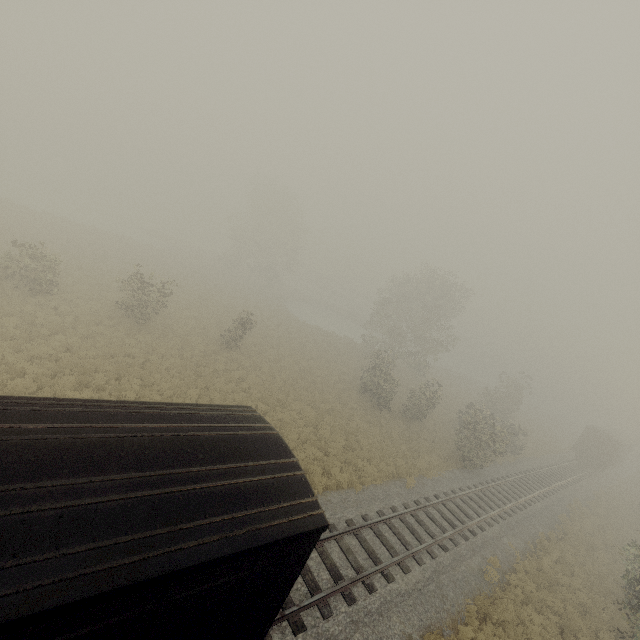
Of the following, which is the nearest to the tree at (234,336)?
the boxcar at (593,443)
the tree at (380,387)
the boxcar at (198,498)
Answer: the boxcar at (198,498)

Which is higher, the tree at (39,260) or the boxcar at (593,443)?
the boxcar at (593,443)

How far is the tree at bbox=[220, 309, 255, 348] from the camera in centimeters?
2409cm

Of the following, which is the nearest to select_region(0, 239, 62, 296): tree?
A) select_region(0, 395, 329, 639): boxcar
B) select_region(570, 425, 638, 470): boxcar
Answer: select_region(0, 395, 329, 639): boxcar

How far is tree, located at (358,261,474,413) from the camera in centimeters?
2791cm

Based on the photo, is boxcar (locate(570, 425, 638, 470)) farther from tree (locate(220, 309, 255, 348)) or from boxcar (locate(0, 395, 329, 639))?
boxcar (locate(0, 395, 329, 639))

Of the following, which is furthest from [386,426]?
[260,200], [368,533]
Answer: [260,200]
